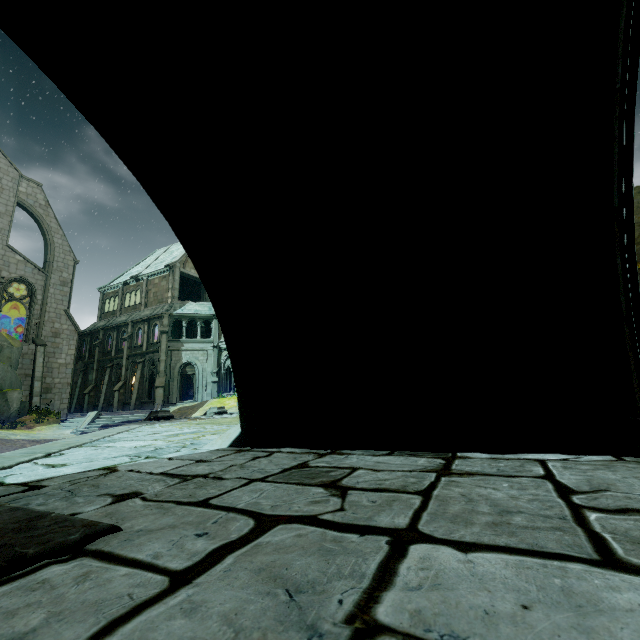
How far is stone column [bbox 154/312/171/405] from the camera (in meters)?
28.80

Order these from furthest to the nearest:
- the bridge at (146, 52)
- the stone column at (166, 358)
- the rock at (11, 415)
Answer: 1. the stone column at (166, 358)
2. the rock at (11, 415)
3. the bridge at (146, 52)

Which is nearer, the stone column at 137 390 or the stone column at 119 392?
the stone column at 137 390

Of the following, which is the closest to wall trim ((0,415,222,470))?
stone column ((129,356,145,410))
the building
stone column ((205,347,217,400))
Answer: the building

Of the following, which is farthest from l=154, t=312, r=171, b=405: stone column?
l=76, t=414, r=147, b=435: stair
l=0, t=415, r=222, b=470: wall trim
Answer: l=0, t=415, r=222, b=470: wall trim

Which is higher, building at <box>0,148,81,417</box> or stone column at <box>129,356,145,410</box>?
building at <box>0,148,81,417</box>

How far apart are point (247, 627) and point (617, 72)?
3.2m

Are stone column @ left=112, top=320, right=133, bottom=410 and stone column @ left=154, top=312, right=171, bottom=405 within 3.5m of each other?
no
